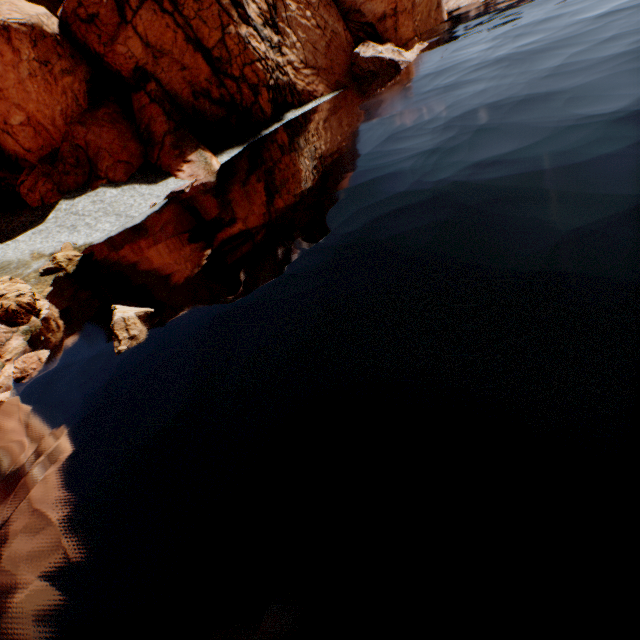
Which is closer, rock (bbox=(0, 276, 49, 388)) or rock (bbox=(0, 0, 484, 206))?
rock (bbox=(0, 276, 49, 388))

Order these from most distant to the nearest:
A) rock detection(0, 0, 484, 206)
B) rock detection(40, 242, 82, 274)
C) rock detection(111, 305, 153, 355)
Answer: Answer: rock detection(0, 0, 484, 206) → rock detection(40, 242, 82, 274) → rock detection(111, 305, 153, 355)

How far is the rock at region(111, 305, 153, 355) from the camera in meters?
13.1 m

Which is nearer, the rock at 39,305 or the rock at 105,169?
the rock at 39,305

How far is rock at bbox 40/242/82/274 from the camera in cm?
2202

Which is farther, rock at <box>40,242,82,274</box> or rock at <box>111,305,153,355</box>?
rock at <box>40,242,82,274</box>

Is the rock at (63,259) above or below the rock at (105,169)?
below

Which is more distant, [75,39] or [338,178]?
[75,39]
